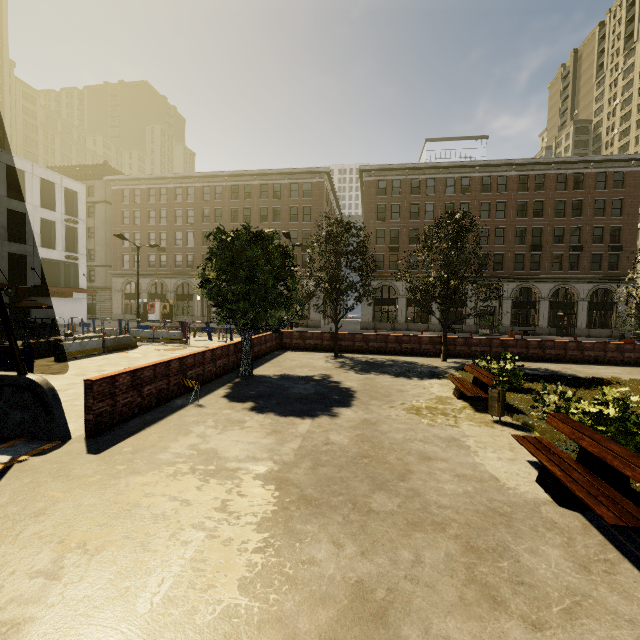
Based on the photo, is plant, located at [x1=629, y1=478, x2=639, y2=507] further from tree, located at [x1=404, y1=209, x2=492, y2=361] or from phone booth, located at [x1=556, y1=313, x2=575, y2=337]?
phone booth, located at [x1=556, y1=313, x2=575, y2=337]

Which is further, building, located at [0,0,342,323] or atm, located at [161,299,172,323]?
atm, located at [161,299,172,323]

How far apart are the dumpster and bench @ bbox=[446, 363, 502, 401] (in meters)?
0.53

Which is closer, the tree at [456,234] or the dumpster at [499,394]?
the dumpster at [499,394]

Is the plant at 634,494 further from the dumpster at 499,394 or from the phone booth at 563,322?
the phone booth at 563,322

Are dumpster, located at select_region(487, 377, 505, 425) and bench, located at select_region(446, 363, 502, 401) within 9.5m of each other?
yes

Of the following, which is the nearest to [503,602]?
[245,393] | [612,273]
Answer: [245,393]

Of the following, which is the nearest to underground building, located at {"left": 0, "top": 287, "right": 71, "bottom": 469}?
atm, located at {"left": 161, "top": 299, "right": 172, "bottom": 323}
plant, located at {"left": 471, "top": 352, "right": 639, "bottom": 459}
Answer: plant, located at {"left": 471, "top": 352, "right": 639, "bottom": 459}
